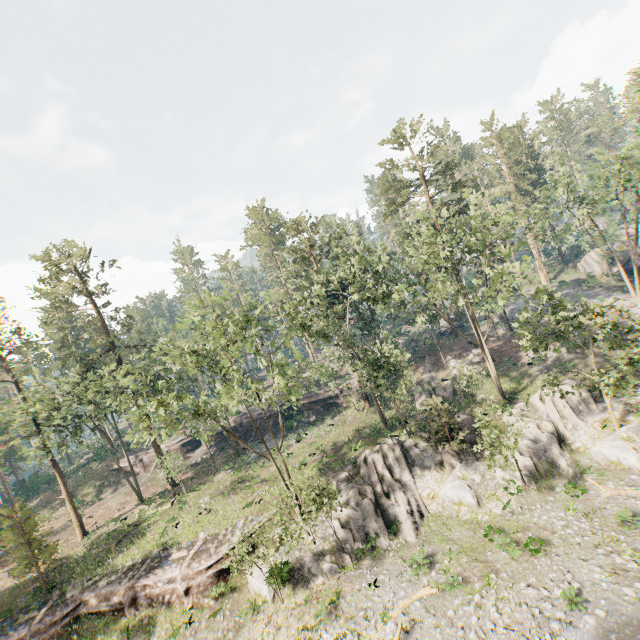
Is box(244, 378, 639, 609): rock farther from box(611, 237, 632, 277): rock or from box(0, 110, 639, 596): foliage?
box(611, 237, 632, 277): rock

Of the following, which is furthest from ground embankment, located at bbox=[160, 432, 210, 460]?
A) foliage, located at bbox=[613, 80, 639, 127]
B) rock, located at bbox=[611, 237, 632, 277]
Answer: rock, located at bbox=[611, 237, 632, 277]

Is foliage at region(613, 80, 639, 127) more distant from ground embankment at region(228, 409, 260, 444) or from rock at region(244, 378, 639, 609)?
ground embankment at region(228, 409, 260, 444)

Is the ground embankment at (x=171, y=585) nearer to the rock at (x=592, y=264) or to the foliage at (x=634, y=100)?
the foliage at (x=634, y=100)

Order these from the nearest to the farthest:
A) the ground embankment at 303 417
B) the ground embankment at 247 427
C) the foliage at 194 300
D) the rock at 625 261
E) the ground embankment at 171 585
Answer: the foliage at 194 300 → the ground embankment at 171 585 → the ground embankment at 303 417 → the rock at 625 261 → the ground embankment at 247 427

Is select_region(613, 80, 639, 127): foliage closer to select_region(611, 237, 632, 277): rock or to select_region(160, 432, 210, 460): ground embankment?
select_region(160, 432, 210, 460): ground embankment

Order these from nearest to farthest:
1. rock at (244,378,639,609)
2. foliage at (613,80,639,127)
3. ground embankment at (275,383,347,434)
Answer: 1. rock at (244,378,639,609)
2. foliage at (613,80,639,127)
3. ground embankment at (275,383,347,434)

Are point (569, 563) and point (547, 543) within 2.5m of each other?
yes
